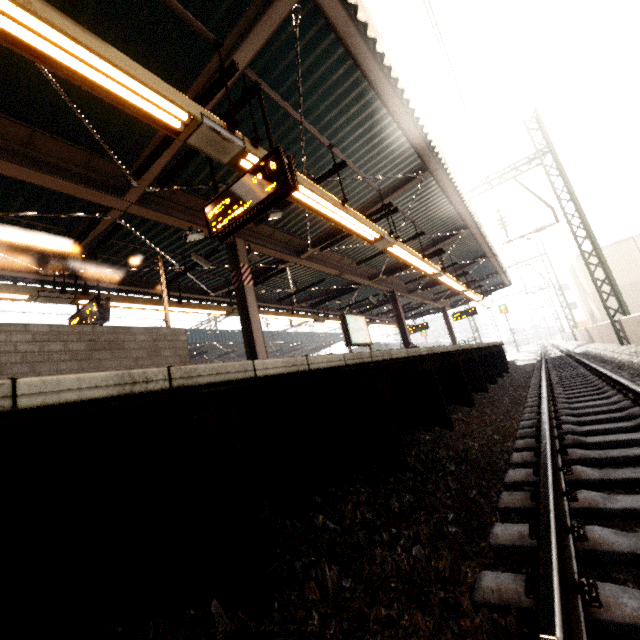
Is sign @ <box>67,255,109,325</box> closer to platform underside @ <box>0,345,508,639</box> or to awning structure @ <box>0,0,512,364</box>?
awning structure @ <box>0,0,512,364</box>

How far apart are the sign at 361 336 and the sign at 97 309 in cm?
641

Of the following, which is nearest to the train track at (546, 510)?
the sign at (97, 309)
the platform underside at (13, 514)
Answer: the platform underside at (13, 514)

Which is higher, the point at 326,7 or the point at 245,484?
the point at 326,7

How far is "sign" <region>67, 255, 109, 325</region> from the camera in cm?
658

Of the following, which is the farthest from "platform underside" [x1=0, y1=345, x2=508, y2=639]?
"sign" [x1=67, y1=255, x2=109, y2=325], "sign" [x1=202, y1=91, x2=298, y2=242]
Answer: "sign" [x1=67, y1=255, x2=109, y2=325]

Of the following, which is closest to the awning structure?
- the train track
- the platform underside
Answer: the platform underside

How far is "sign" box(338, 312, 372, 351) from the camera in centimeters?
1048cm
